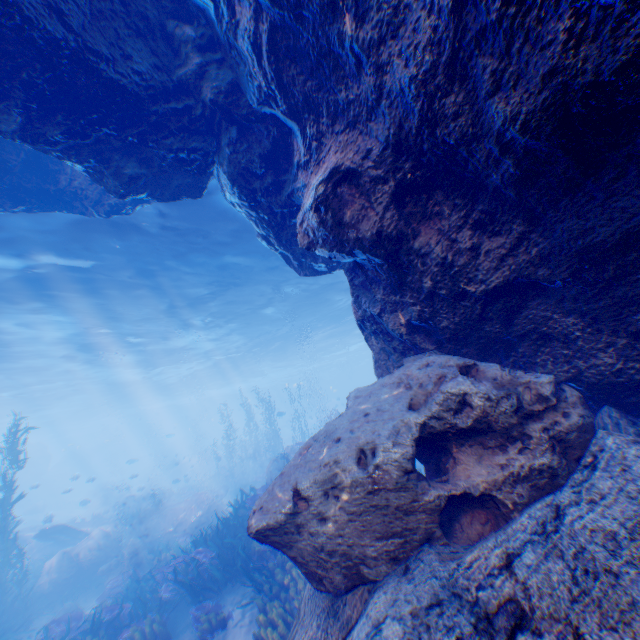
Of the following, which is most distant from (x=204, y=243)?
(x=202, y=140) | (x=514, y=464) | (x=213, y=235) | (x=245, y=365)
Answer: (x=245, y=365)

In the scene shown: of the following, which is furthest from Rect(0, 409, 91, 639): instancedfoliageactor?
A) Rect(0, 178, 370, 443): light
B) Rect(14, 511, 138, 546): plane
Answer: Rect(0, 178, 370, 443): light

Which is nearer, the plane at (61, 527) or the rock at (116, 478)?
the plane at (61, 527)

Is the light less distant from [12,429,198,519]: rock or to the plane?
[12,429,198,519]: rock

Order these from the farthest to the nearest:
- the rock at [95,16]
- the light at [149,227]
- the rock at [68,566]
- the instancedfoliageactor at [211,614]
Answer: the rock at [68,566] < the light at [149,227] < the instancedfoliageactor at [211,614] < the rock at [95,16]

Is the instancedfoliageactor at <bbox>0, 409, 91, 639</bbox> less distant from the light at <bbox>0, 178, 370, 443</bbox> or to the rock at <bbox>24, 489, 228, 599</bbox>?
the rock at <bbox>24, 489, 228, 599</bbox>

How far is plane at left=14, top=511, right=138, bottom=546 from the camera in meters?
17.2 m

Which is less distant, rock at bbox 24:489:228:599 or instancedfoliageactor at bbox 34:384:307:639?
instancedfoliageactor at bbox 34:384:307:639
